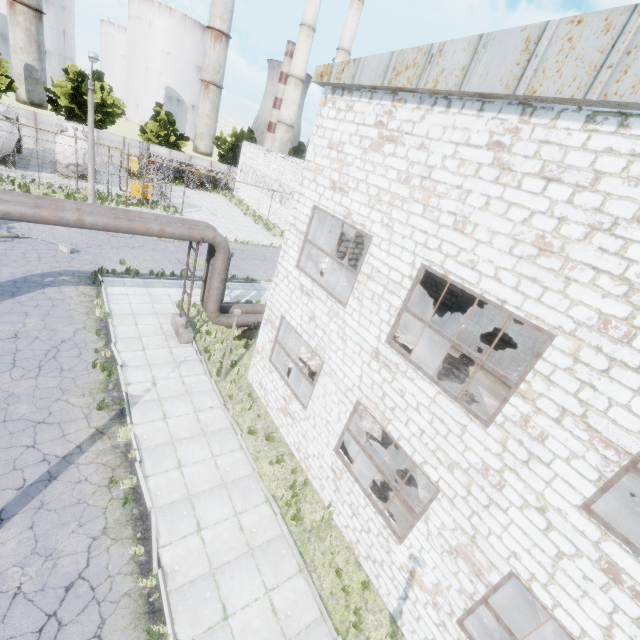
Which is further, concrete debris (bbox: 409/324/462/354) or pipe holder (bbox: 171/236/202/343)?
pipe holder (bbox: 171/236/202/343)

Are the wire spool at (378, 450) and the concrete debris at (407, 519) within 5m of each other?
yes

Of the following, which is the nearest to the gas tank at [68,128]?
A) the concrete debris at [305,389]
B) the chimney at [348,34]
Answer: the concrete debris at [305,389]

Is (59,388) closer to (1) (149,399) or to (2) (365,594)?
(1) (149,399)

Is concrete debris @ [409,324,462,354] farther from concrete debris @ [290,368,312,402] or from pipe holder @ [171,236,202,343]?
pipe holder @ [171,236,202,343]

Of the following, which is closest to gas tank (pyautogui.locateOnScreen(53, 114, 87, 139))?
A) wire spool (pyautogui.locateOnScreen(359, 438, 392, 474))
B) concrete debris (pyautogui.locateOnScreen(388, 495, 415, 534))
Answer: wire spool (pyautogui.locateOnScreen(359, 438, 392, 474))

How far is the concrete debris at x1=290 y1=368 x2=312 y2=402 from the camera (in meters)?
12.97

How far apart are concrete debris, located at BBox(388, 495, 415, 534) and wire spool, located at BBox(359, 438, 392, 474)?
0.83m
